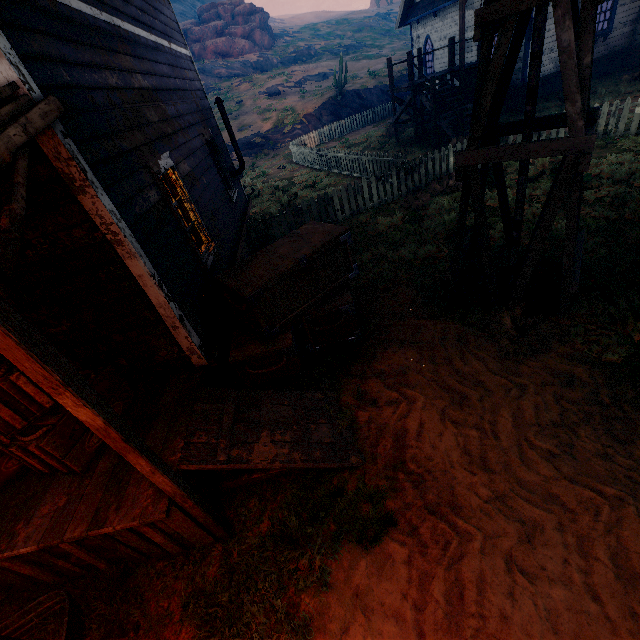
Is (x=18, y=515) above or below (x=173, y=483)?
below

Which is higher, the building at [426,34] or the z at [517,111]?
the building at [426,34]

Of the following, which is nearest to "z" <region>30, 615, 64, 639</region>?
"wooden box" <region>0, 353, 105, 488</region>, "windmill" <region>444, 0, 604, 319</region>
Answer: "windmill" <region>444, 0, 604, 319</region>

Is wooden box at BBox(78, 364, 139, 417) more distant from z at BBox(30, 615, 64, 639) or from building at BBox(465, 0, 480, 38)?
z at BBox(30, 615, 64, 639)

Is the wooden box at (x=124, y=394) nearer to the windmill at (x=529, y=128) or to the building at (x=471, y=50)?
the building at (x=471, y=50)

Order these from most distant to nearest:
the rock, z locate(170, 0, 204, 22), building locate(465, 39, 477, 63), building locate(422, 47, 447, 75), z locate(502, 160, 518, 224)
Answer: z locate(170, 0, 204, 22)
the rock
building locate(422, 47, 447, 75)
building locate(465, 39, 477, 63)
z locate(502, 160, 518, 224)

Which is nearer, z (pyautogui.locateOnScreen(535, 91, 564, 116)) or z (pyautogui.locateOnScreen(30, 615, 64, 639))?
z (pyautogui.locateOnScreen(30, 615, 64, 639))

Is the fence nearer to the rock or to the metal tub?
the metal tub
